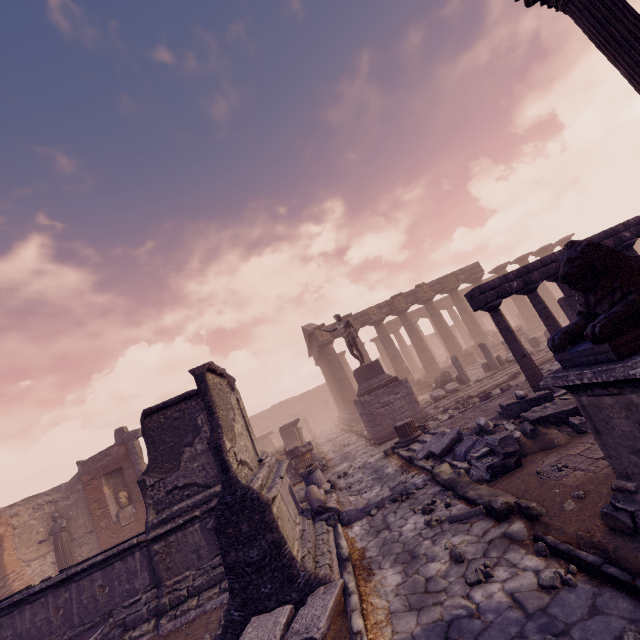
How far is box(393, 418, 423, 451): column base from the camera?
10.2m

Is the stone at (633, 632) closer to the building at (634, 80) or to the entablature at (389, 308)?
the building at (634, 80)

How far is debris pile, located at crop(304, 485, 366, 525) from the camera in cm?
706

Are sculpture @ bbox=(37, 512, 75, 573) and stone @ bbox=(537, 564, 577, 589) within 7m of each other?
no

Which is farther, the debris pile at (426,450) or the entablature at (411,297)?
the entablature at (411,297)

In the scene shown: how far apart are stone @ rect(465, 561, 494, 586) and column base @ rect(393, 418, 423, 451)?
6.3m

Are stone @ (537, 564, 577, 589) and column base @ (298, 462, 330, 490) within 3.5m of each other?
no

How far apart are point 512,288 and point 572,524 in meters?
5.9 m
